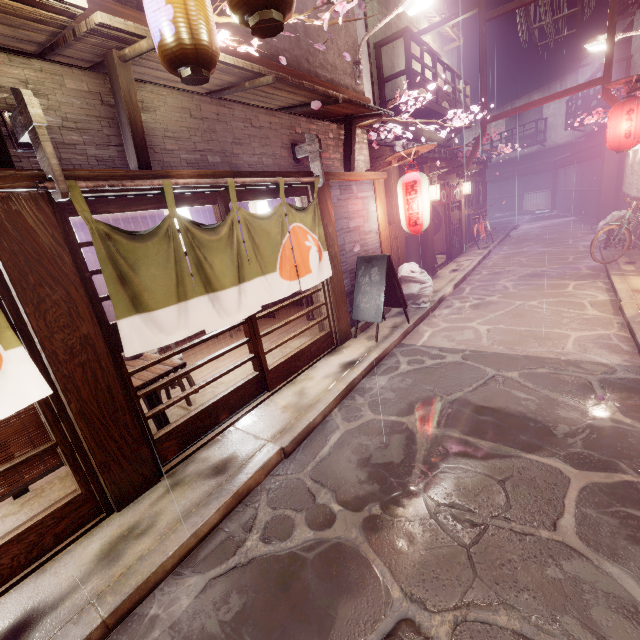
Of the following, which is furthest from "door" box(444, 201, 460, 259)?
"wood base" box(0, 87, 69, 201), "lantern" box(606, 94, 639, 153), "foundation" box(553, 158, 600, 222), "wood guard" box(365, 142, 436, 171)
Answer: "wood base" box(0, 87, 69, 201)

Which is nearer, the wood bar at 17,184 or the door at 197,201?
the wood bar at 17,184

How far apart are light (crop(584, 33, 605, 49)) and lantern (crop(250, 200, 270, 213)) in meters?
18.3 m

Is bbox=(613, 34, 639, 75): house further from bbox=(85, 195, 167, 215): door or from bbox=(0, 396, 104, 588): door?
bbox=(0, 396, 104, 588): door

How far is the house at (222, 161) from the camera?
6.14m

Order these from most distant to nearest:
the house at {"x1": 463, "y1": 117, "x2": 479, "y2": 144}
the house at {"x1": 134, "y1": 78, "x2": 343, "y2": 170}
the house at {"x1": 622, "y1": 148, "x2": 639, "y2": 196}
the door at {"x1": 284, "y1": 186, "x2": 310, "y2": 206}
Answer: the house at {"x1": 463, "y1": 117, "x2": 479, "y2": 144}
the house at {"x1": 622, "y1": 148, "x2": 639, "y2": 196}
the door at {"x1": 284, "y1": 186, "x2": 310, "y2": 206}
the house at {"x1": 134, "y1": 78, "x2": 343, "y2": 170}

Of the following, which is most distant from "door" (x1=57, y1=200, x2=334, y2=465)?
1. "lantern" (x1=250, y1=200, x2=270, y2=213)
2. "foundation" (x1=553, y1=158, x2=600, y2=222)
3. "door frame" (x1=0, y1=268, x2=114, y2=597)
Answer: "foundation" (x1=553, y1=158, x2=600, y2=222)

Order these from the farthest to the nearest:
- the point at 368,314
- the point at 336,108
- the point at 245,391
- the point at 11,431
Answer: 1. the point at 368,314
2. the point at 336,108
3. the point at 245,391
4. the point at 11,431
